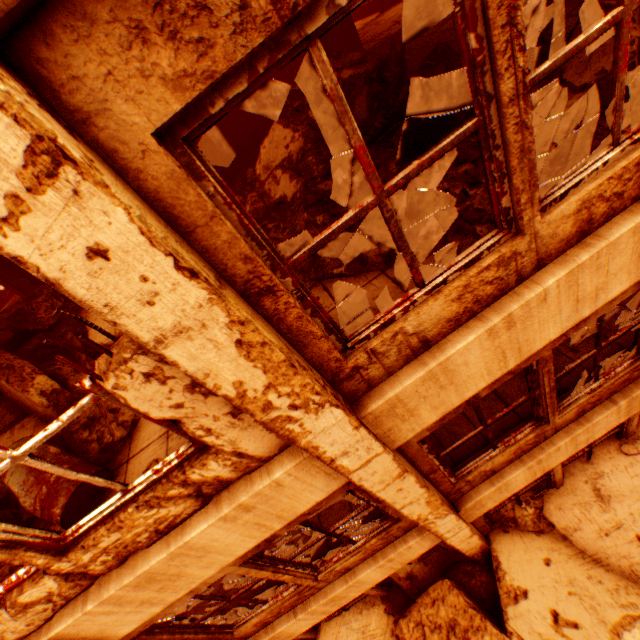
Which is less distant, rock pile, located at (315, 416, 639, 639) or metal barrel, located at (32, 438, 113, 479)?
metal barrel, located at (32, 438, 113, 479)

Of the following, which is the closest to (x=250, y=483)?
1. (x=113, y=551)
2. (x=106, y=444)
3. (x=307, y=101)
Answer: (x=113, y=551)

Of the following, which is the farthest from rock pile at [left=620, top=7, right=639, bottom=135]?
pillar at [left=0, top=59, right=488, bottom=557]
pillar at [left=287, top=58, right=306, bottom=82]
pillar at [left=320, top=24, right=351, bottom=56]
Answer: pillar at [left=287, top=58, right=306, bottom=82]

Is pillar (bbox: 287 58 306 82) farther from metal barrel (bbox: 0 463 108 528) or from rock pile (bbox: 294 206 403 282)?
metal barrel (bbox: 0 463 108 528)

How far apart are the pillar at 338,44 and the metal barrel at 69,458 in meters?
11.1

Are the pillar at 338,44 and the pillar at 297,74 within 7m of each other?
yes

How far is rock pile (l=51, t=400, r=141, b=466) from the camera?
3.6m

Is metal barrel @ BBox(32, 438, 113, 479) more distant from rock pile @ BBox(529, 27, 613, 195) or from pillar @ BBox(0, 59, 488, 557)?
pillar @ BBox(0, 59, 488, 557)
